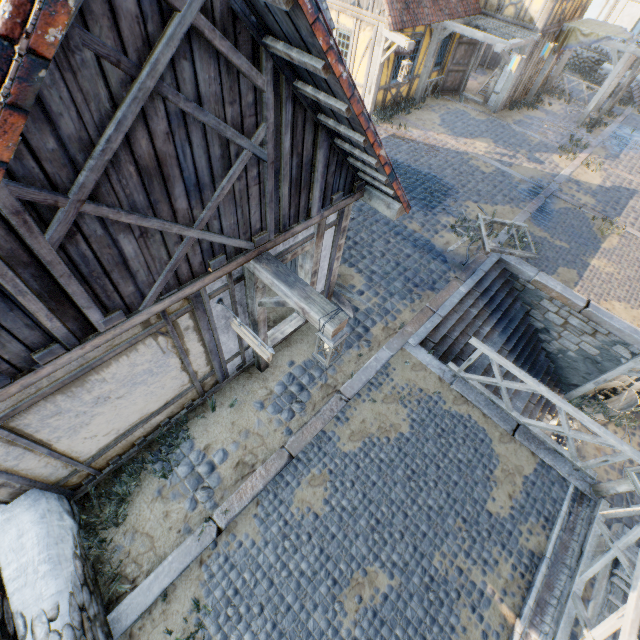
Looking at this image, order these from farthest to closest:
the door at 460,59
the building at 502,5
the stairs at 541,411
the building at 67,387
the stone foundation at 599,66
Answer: the stone foundation at 599,66
the door at 460,59
the building at 502,5
the stairs at 541,411
the building at 67,387

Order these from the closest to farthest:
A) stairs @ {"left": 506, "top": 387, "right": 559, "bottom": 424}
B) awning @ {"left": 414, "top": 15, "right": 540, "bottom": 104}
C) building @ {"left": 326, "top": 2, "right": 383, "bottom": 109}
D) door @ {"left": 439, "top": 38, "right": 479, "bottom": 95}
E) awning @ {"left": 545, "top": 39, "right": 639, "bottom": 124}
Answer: stairs @ {"left": 506, "top": 387, "right": 559, "bottom": 424} < building @ {"left": 326, "top": 2, "right": 383, "bottom": 109} < awning @ {"left": 414, "top": 15, "right": 540, "bottom": 104} < awning @ {"left": 545, "top": 39, "right": 639, "bottom": 124} < door @ {"left": 439, "top": 38, "right": 479, "bottom": 95}

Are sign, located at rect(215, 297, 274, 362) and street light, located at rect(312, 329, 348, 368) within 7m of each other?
yes

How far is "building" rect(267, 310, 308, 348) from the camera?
6.5m

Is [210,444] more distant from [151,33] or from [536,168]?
[536,168]

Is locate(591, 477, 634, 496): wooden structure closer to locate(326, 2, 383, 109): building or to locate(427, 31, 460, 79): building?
locate(326, 2, 383, 109): building

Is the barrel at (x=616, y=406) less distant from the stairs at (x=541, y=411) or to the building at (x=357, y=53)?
the stairs at (x=541, y=411)

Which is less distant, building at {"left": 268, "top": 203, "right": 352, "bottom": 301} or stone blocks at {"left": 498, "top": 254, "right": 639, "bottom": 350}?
building at {"left": 268, "top": 203, "right": 352, "bottom": 301}
